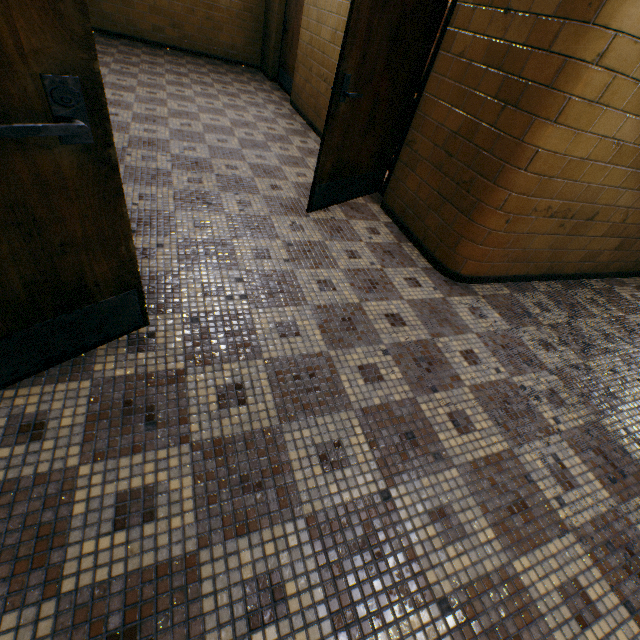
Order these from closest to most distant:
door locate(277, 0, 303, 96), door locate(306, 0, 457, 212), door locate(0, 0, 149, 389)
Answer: door locate(0, 0, 149, 389), door locate(306, 0, 457, 212), door locate(277, 0, 303, 96)

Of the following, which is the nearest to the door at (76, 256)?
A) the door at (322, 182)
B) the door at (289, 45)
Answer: the door at (322, 182)

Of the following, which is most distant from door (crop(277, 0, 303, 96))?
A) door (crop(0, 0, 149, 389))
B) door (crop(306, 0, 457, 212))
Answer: door (crop(0, 0, 149, 389))

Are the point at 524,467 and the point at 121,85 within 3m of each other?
no

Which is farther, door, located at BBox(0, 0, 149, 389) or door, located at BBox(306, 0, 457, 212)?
door, located at BBox(306, 0, 457, 212)

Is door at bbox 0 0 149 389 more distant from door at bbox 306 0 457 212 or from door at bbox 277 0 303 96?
door at bbox 277 0 303 96
